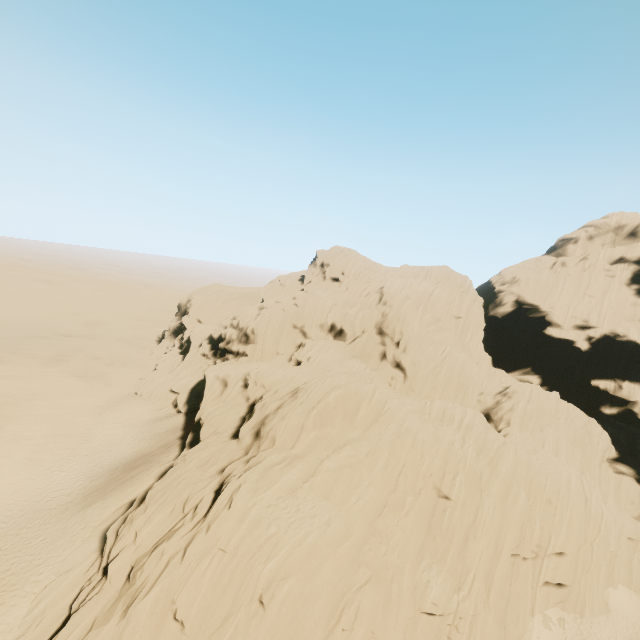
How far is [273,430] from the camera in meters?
23.0
